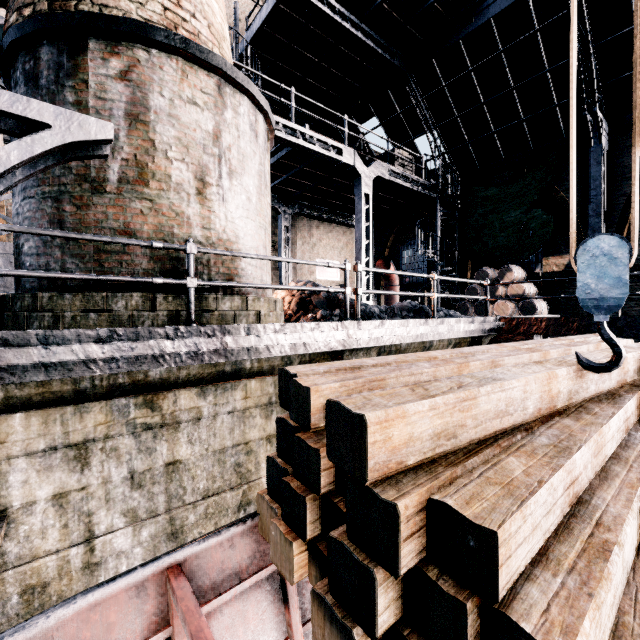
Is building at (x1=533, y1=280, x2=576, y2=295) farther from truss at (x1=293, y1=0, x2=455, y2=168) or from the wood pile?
the wood pile

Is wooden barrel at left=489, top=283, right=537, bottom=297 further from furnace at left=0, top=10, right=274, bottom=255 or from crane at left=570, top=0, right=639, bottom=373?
crane at left=570, top=0, right=639, bottom=373

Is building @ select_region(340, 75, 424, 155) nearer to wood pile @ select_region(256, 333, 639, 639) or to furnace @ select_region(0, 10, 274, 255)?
furnace @ select_region(0, 10, 274, 255)

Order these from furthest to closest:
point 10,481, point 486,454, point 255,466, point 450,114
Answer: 1. point 450,114
2. point 255,466
3. point 10,481
4. point 486,454

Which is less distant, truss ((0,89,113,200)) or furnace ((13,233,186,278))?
truss ((0,89,113,200))

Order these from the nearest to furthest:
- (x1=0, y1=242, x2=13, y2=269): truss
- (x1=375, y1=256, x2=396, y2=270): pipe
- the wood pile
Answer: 1. the wood pile
2. (x1=0, y1=242, x2=13, y2=269): truss
3. (x1=375, y1=256, x2=396, y2=270): pipe

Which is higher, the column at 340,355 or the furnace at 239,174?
the furnace at 239,174

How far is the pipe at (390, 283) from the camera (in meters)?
18.58
